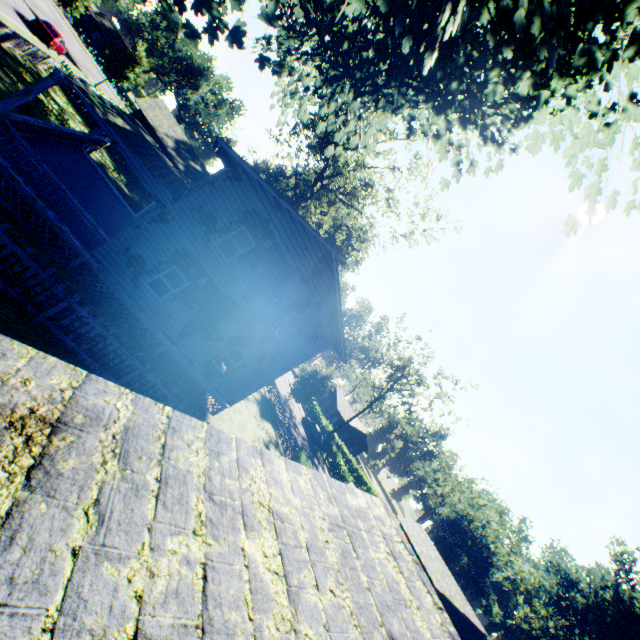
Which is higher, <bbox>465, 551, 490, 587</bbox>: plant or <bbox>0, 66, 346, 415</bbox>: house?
<bbox>465, 551, 490, 587</bbox>: plant

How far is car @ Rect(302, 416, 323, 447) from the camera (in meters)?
41.62

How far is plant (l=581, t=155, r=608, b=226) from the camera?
7.80m

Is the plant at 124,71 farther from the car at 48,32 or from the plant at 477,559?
the plant at 477,559

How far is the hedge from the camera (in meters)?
41.88

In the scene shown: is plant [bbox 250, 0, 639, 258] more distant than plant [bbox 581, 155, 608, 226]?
No

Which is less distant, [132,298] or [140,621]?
[140,621]

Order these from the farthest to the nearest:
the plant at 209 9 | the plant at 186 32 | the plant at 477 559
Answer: the plant at 477 559, the plant at 186 32, the plant at 209 9
